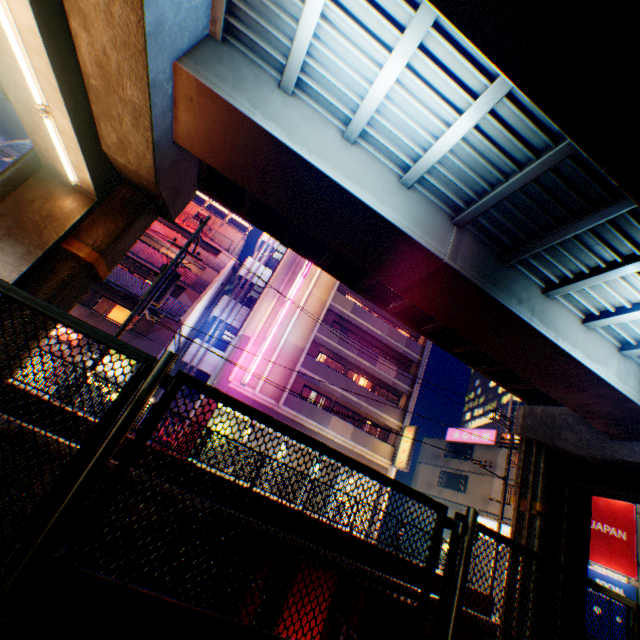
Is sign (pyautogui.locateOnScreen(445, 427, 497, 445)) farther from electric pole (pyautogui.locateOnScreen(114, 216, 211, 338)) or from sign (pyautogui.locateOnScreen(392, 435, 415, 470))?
electric pole (pyautogui.locateOnScreen(114, 216, 211, 338))

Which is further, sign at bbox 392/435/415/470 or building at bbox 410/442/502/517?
building at bbox 410/442/502/517

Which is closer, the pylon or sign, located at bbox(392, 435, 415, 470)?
the pylon

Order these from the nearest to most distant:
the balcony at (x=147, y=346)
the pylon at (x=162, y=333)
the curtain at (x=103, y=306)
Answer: the balcony at (x=147, y=346)
the pylon at (x=162, y=333)
the curtain at (x=103, y=306)

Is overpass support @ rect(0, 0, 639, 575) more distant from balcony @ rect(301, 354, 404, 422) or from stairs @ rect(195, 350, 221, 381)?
stairs @ rect(195, 350, 221, 381)

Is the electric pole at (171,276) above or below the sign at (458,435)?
below

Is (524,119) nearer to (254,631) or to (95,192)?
(254,631)

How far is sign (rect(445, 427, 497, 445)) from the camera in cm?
3034
